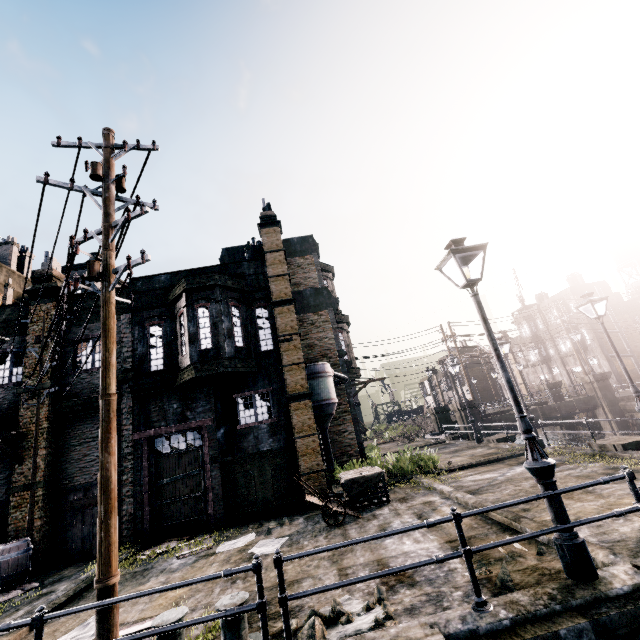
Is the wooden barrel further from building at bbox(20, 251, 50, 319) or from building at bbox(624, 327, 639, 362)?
building at bbox(624, 327, 639, 362)

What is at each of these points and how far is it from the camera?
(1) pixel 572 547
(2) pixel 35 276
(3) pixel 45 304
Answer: (1) street light, 4.76m
(2) building, 15.59m
(3) building, 15.21m

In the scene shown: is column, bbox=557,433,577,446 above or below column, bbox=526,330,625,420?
below

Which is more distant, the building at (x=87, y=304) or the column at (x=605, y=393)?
the column at (x=605, y=393)

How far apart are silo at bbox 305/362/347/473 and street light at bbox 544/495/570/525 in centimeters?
1005cm

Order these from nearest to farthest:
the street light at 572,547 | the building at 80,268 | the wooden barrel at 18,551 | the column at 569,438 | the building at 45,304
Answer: the street light at 572,547 → the wooden barrel at 18,551 → the building at 45,304 → the column at 569,438 → the building at 80,268

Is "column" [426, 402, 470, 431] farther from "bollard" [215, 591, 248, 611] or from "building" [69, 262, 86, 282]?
"bollard" [215, 591, 248, 611]

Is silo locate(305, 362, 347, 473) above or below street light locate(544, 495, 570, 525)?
above
